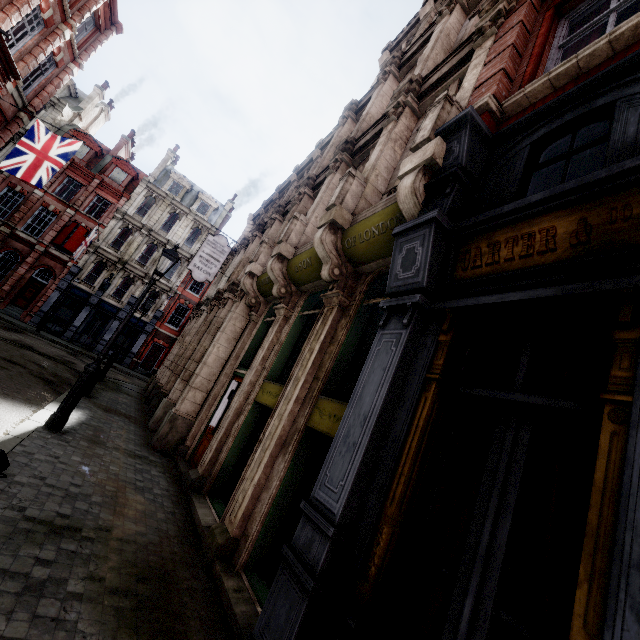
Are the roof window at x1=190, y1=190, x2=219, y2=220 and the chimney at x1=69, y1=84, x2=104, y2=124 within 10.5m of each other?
no

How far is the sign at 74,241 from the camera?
27.2 meters

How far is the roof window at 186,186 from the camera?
33.31m

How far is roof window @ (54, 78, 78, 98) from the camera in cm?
2958

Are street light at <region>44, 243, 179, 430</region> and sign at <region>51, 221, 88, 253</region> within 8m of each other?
no

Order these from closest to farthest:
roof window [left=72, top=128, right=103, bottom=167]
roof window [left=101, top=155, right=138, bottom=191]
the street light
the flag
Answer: the street light < the flag < roof window [left=72, top=128, right=103, bottom=167] < roof window [left=101, top=155, right=138, bottom=191]

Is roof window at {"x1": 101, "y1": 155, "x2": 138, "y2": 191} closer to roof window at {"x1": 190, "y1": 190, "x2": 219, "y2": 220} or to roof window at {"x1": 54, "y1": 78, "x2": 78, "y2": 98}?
roof window at {"x1": 190, "y1": 190, "x2": 219, "y2": 220}

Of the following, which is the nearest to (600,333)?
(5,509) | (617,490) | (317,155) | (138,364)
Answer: (617,490)
